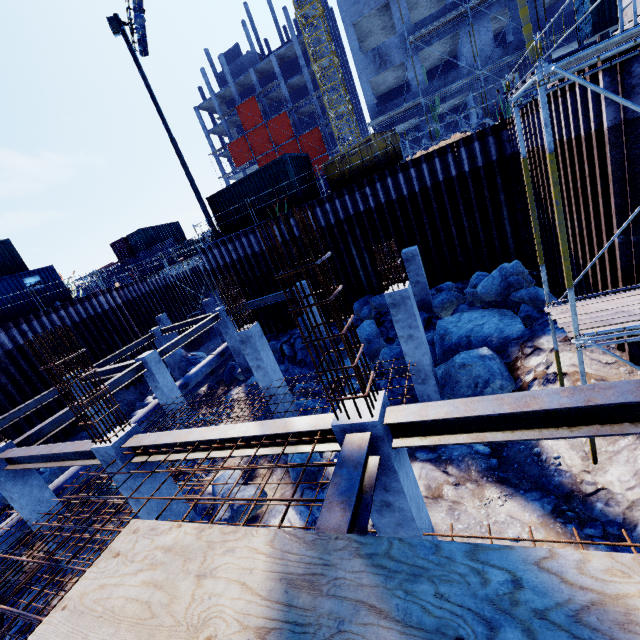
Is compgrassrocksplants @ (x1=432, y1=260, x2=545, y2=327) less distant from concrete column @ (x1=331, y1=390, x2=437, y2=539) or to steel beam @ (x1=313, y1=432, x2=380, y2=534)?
concrete column @ (x1=331, y1=390, x2=437, y2=539)

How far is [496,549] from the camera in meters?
2.2

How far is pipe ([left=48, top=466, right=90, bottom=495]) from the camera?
10.6m

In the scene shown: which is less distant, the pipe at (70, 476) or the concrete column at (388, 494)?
the concrete column at (388, 494)

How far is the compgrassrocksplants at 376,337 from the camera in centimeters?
1148cm

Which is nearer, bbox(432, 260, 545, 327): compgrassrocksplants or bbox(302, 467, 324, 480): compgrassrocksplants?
bbox(302, 467, 324, 480): compgrassrocksplants

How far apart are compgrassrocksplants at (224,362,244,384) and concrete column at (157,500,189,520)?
11.9 meters

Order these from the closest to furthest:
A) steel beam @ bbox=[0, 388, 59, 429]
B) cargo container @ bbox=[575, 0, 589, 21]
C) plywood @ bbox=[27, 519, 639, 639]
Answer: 1. plywood @ bbox=[27, 519, 639, 639]
2. steel beam @ bbox=[0, 388, 59, 429]
3. cargo container @ bbox=[575, 0, 589, 21]
